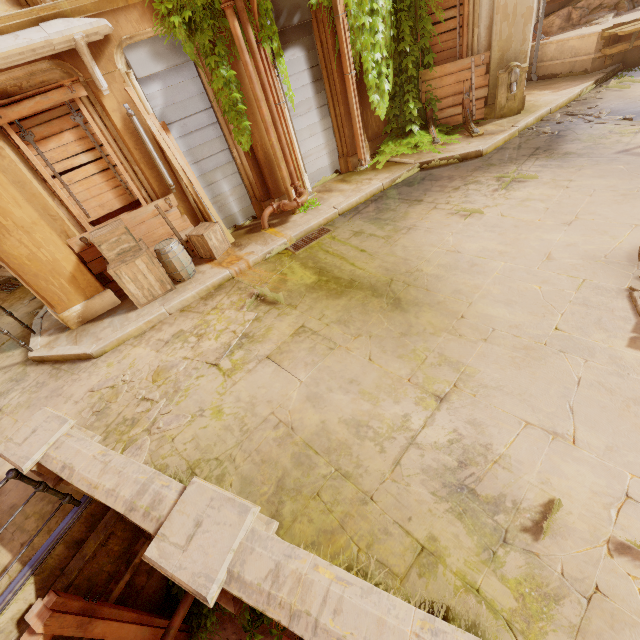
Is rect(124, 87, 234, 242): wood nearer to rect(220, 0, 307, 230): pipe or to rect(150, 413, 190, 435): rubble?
rect(220, 0, 307, 230): pipe

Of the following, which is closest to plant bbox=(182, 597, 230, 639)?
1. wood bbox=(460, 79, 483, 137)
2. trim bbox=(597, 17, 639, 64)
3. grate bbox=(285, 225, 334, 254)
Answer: grate bbox=(285, 225, 334, 254)

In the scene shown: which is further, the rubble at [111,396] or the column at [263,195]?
the column at [263,195]

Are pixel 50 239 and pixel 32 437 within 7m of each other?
yes

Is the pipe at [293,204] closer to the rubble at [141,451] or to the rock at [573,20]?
the rubble at [141,451]

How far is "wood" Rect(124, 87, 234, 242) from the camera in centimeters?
616cm

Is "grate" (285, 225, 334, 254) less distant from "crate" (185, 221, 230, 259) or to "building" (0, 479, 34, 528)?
"building" (0, 479, 34, 528)

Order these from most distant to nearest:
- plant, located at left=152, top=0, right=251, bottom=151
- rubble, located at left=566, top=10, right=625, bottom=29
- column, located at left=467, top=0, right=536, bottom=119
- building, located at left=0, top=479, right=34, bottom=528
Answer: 1. rubble, located at left=566, top=10, right=625, bottom=29
2. column, located at left=467, top=0, right=536, bottom=119
3. plant, located at left=152, top=0, right=251, bottom=151
4. building, located at left=0, top=479, right=34, bottom=528
